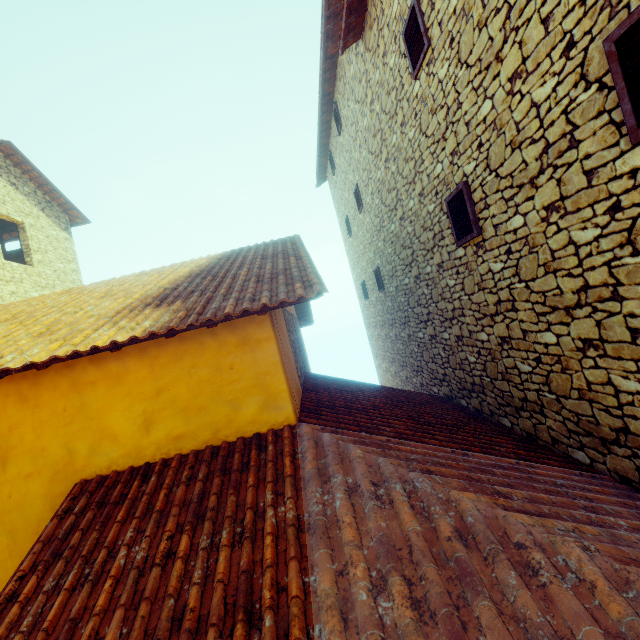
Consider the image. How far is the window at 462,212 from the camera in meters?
4.0 m

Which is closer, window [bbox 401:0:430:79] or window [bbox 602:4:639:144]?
window [bbox 602:4:639:144]

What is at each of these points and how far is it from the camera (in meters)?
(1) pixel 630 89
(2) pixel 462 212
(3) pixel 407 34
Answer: (1) window, 2.01
(2) window, 4.27
(3) window, 4.52

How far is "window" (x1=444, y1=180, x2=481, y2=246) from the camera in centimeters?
401cm

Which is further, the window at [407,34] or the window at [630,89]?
the window at [407,34]

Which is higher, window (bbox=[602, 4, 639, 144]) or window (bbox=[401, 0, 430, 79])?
window (bbox=[401, 0, 430, 79])
